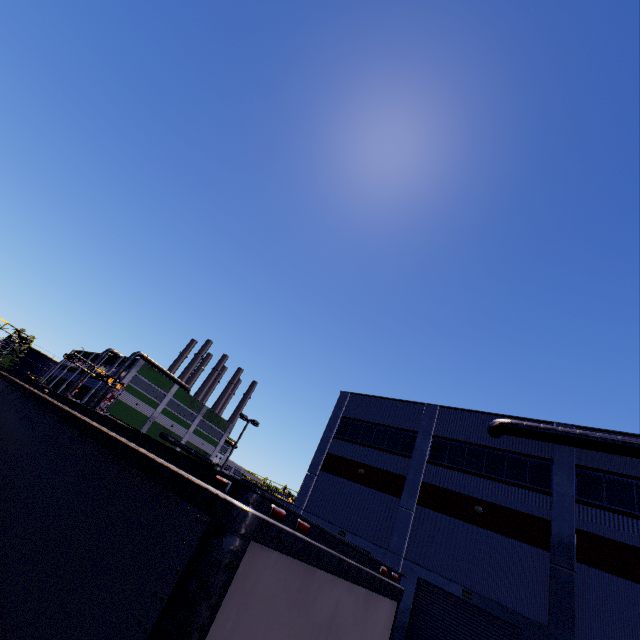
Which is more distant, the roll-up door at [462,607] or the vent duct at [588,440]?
the vent duct at [588,440]

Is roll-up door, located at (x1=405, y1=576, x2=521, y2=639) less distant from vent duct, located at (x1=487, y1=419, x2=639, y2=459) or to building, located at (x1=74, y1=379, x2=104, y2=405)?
building, located at (x1=74, y1=379, x2=104, y2=405)

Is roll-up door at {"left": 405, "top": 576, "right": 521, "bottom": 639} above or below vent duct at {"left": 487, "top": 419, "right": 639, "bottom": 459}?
below

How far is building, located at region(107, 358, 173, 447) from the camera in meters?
53.8

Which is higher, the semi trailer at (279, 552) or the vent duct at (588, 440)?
the vent duct at (588, 440)

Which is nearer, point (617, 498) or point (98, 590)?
point (98, 590)

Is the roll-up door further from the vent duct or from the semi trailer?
the vent duct
